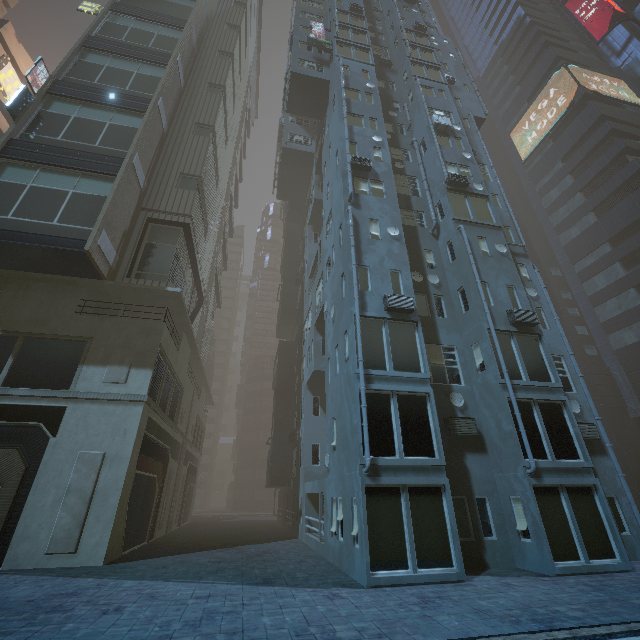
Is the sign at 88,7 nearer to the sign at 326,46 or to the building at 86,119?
the building at 86,119

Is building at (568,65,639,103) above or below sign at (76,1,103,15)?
above

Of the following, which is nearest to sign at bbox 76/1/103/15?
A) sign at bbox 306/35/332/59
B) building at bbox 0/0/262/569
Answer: building at bbox 0/0/262/569

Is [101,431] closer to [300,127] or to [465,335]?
[465,335]

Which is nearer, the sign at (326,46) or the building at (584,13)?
the sign at (326,46)

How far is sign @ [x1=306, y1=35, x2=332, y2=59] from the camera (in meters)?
25.00

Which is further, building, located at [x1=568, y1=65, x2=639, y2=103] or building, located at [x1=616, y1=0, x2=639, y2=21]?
building, located at [x1=616, y1=0, x2=639, y2=21]

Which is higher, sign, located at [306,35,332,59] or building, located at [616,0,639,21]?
building, located at [616,0,639,21]
